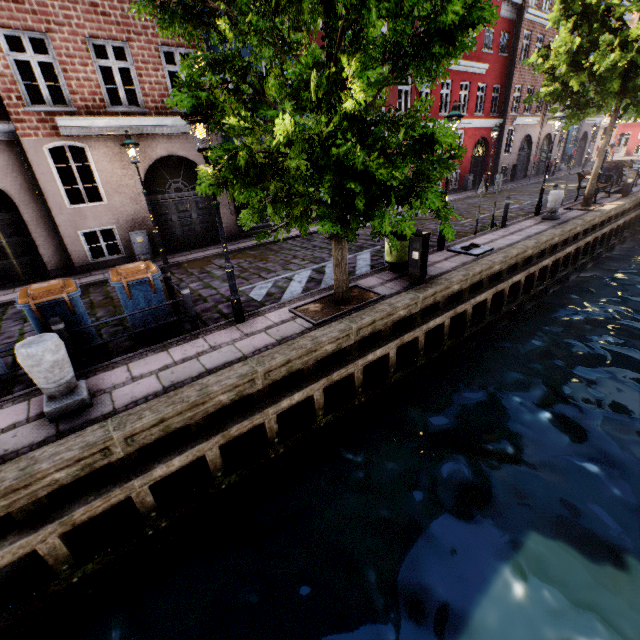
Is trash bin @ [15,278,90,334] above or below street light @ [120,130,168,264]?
below

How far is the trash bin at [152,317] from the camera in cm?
612

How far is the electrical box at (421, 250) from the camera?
7.2 meters

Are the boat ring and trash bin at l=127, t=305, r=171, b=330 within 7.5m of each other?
no

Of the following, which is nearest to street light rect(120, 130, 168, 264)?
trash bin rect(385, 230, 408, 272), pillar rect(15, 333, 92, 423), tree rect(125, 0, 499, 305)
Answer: tree rect(125, 0, 499, 305)

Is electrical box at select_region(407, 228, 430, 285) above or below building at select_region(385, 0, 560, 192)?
below

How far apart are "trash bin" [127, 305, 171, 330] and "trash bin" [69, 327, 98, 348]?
0.44m

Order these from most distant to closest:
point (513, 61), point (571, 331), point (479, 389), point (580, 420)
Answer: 1. point (513, 61)
2. point (571, 331)
3. point (479, 389)
4. point (580, 420)
